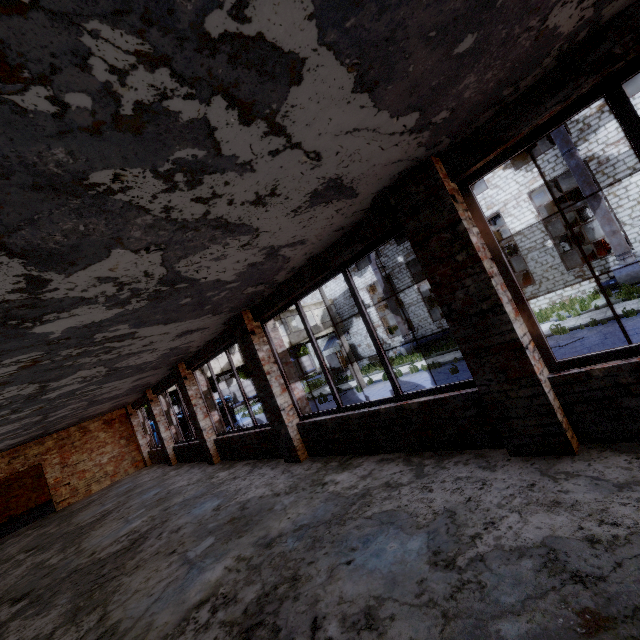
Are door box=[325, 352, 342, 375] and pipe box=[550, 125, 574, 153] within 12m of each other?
no

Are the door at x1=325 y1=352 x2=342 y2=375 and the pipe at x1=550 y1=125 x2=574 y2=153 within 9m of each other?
no

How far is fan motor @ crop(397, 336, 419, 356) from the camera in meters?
25.0 m

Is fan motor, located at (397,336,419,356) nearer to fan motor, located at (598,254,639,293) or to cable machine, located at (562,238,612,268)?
cable machine, located at (562,238,612,268)

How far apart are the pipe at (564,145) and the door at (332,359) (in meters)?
22.44

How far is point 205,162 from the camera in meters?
2.1

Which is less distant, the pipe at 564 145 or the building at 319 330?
the pipe at 564 145

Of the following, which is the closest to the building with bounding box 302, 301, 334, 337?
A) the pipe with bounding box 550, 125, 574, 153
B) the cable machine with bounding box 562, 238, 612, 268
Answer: the cable machine with bounding box 562, 238, 612, 268
